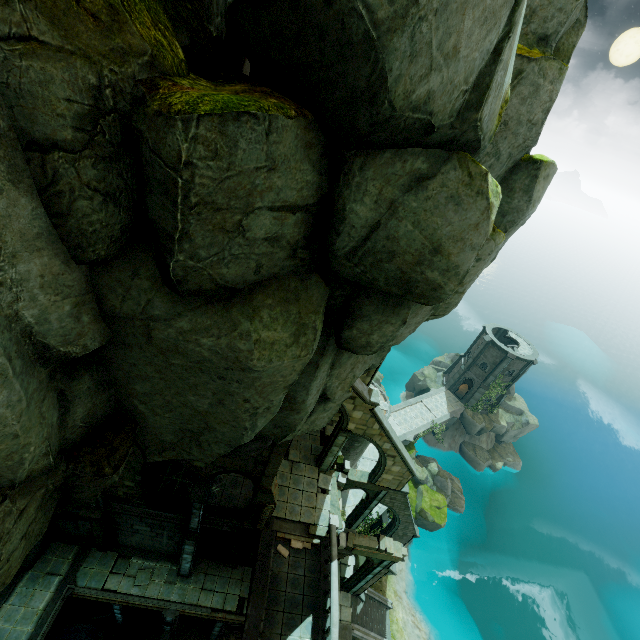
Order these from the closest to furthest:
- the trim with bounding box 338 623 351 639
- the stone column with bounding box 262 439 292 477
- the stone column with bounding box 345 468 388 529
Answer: the stone column with bounding box 262 439 292 477, the trim with bounding box 338 623 351 639, the stone column with bounding box 345 468 388 529

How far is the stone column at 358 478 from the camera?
22.1m

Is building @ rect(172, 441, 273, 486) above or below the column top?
above

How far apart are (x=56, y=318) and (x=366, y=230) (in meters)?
3.59

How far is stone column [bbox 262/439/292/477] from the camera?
13.2m

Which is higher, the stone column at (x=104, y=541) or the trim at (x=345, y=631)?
the stone column at (x=104, y=541)

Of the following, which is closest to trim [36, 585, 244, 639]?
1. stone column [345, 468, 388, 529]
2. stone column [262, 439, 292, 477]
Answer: stone column [345, 468, 388, 529]

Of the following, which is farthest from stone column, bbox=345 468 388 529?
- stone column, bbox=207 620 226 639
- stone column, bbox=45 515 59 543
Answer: stone column, bbox=45 515 59 543
